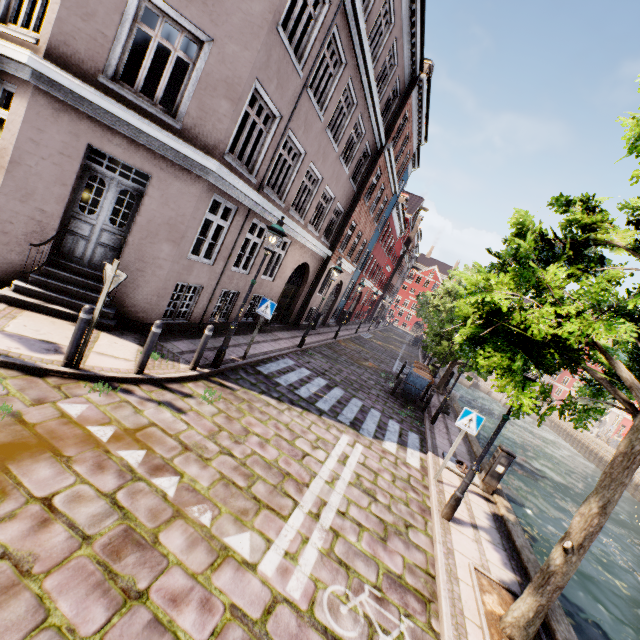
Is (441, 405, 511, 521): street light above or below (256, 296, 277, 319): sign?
below

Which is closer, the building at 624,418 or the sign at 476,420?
the sign at 476,420

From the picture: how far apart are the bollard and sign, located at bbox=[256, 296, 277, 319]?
4.27m

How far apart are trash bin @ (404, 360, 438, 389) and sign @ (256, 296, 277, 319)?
8.6m

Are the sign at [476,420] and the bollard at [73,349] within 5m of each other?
no

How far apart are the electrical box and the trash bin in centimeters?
628cm

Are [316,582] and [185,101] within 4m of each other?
no

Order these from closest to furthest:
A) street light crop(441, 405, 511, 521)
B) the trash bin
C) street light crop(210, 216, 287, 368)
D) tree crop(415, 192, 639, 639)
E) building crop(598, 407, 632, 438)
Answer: tree crop(415, 192, 639, 639) → street light crop(441, 405, 511, 521) → street light crop(210, 216, 287, 368) → the trash bin → building crop(598, 407, 632, 438)
